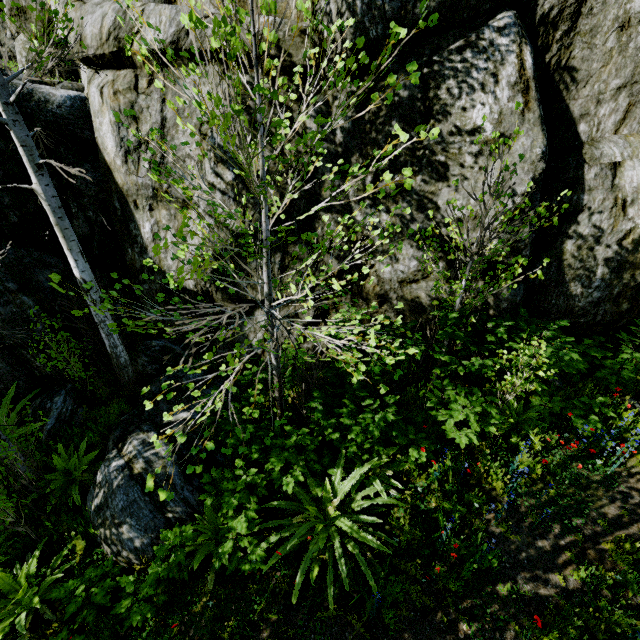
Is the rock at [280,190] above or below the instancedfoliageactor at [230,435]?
above

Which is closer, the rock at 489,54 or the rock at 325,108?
the rock at 489,54

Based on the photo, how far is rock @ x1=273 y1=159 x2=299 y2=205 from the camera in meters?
5.4 m

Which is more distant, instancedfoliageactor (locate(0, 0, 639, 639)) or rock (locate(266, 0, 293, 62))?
rock (locate(266, 0, 293, 62))

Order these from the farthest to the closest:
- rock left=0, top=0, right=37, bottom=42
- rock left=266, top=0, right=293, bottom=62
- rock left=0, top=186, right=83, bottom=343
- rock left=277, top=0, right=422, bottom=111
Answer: rock left=0, top=0, right=37, bottom=42
rock left=0, top=186, right=83, bottom=343
rock left=266, top=0, right=293, bottom=62
rock left=277, top=0, right=422, bottom=111

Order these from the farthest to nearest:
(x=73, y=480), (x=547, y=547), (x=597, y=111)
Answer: (x=73, y=480) → (x=597, y=111) → (x=547, y=547)
